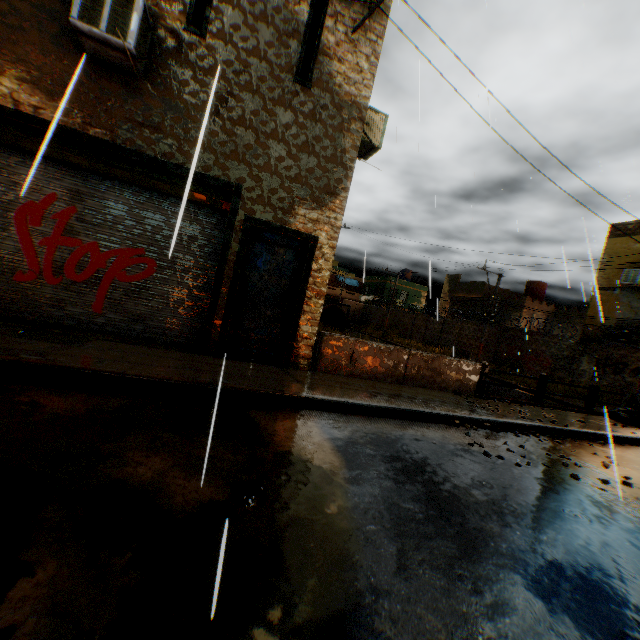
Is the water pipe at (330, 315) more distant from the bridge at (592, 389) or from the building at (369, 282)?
the bridge at (592, 389)

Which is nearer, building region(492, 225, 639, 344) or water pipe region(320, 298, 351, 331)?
building region(492, 225, 639, 344)

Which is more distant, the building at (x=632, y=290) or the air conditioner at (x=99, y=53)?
the building at (x=632, y=290)

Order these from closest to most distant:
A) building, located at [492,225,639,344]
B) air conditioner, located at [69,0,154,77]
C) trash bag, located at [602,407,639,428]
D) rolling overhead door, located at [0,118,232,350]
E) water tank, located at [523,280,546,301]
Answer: air conditioner, located at [69,0,154,77]
rolling overhead door, located at [0,118,232,350]
trash bag, located at [602,407,639,428]
building, located at [492,225,639,344]
water tank, located at [523,280,546,301]

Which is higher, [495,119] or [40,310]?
[495,119]

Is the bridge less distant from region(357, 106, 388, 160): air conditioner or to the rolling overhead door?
the rolling overhead door

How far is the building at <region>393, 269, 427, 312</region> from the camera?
45.38m

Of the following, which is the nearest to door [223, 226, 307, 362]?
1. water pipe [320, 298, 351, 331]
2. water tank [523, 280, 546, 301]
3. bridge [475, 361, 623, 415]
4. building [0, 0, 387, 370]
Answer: building [0, 0, 387, 370]
